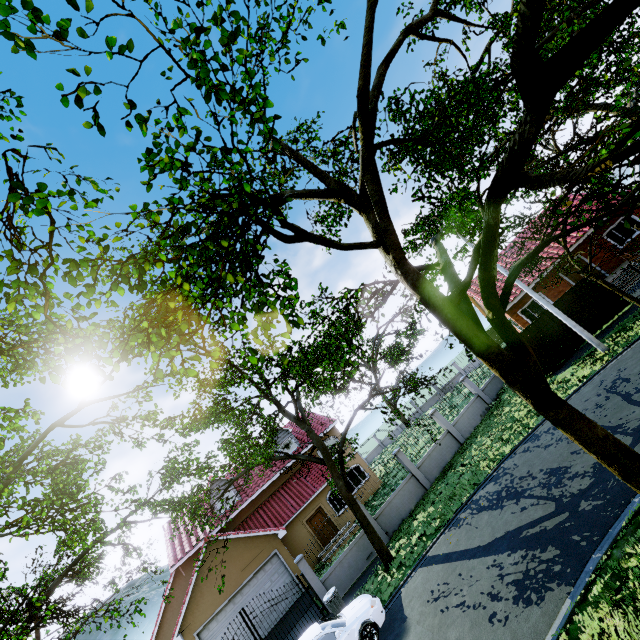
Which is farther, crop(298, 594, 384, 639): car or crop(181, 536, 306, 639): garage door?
crop(181, 536, 306, 639): garage door

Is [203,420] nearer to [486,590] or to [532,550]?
[486,590]

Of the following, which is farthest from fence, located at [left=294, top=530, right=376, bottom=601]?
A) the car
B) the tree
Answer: the car

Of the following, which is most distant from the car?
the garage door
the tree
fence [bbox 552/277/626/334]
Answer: the garage door

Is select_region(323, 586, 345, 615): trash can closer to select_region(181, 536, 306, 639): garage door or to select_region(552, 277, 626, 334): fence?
select_region(552, 277, 626, 334): fence

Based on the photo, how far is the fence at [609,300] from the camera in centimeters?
1658cm
